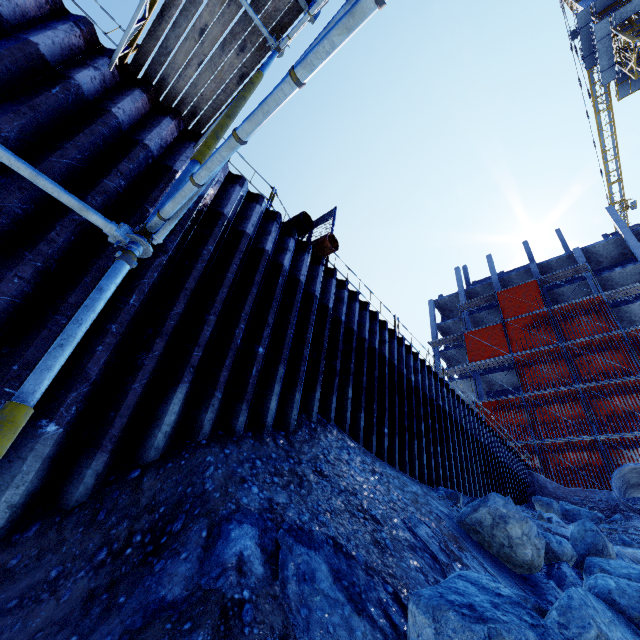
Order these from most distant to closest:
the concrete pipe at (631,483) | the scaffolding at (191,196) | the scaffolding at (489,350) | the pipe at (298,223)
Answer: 1. the scaffolding at (489,350)
2. the concrete pipe at (631,483)
3. the pipe at (298,223)
4. the scaffolding at (191,196)

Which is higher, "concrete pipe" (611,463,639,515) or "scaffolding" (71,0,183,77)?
"scaffolding" (71,0,183,77)

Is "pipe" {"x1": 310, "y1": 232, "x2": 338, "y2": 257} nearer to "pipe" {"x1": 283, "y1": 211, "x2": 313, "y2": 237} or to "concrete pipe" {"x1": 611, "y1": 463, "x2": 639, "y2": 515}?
"pipe" {"x1": 283, "y1": 211, "x2": 313, "y2": 237}

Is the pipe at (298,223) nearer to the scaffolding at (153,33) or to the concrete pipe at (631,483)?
the scaffolding at (153,33)

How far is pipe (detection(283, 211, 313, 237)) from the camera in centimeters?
721cm

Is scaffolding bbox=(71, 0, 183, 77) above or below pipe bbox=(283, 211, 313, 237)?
below

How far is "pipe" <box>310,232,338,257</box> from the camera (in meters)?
7.59

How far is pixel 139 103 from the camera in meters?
5.0
